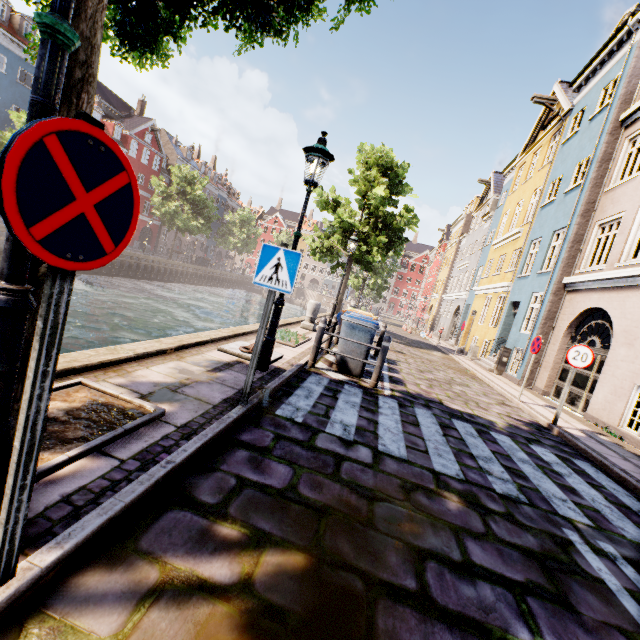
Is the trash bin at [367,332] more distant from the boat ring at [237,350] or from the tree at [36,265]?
the tree at [36,265]

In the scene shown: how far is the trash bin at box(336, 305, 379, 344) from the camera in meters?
7.1

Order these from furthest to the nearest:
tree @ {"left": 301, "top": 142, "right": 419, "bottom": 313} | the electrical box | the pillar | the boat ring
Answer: tree @ {"left": 301, "top": 142, "right": 419, "bottom": 313} < the electrical box < the pillar < the boat ring

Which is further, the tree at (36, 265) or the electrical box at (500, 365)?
the electrical box at (500, 365)

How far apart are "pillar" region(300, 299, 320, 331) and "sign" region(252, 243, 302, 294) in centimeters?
795cm

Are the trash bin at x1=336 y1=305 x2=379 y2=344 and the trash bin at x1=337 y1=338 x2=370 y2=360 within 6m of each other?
yes

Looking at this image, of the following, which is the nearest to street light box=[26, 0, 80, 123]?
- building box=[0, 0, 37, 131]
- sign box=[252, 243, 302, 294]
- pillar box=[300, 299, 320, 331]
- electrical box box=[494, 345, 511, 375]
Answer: sign box=[252, 243, 302, 294]

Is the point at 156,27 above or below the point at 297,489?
above
